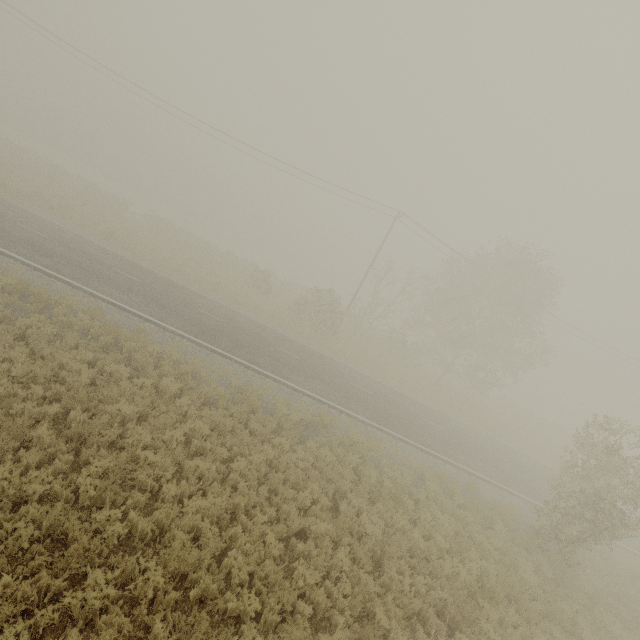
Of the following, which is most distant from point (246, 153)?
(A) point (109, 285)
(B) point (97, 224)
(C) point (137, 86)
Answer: (A) point (109, 285)
